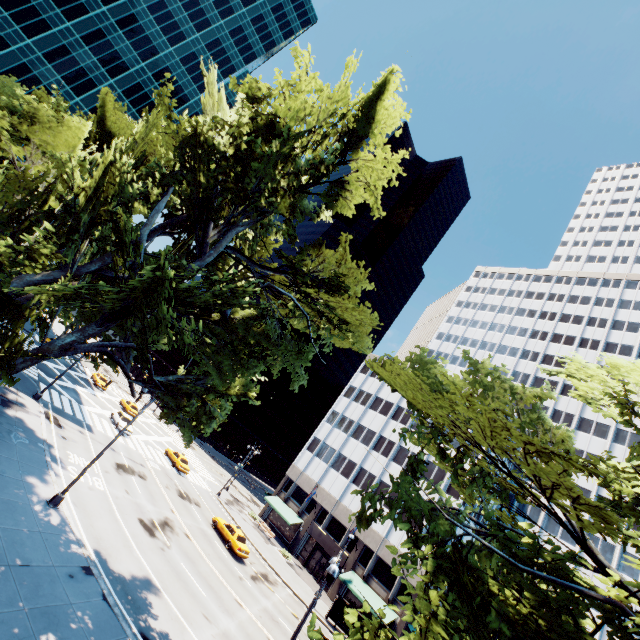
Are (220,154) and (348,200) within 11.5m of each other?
yes

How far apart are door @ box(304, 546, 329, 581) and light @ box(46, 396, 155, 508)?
34.5m

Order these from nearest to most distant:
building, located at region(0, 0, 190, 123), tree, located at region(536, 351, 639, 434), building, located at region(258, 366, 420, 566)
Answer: tree, located at region(536, 351, 639, 434), building, located at region(258, 366, 420, 566), building, located at region(0, 0, 190, 123)

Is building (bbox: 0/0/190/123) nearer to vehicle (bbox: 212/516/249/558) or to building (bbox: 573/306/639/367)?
vehicle (bbox: 212/516/249/558)

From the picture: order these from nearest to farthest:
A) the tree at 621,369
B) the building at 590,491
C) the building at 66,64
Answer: the tree at 621,369 < the building at 590,491 < the building at 66,64

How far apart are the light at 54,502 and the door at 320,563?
34.5 meters

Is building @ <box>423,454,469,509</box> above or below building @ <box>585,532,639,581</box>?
below

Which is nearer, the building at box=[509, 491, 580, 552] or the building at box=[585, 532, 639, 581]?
the building at box=[585, 532, 639, 581]
